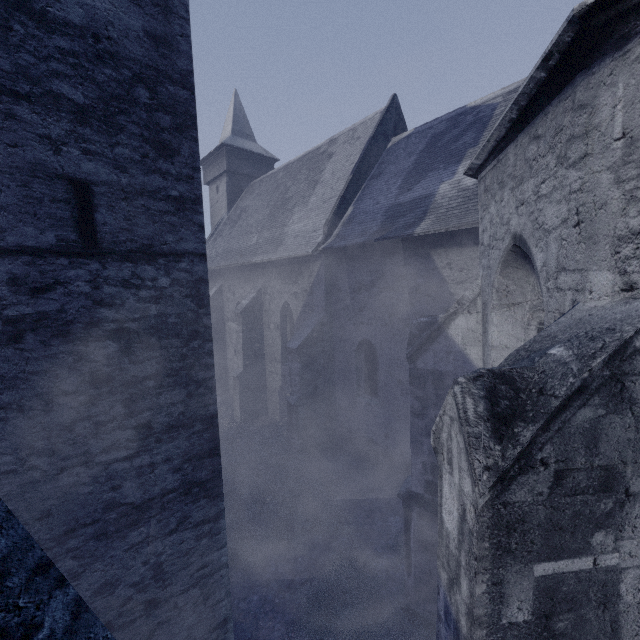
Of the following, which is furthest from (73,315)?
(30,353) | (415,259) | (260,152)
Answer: (260,152)
